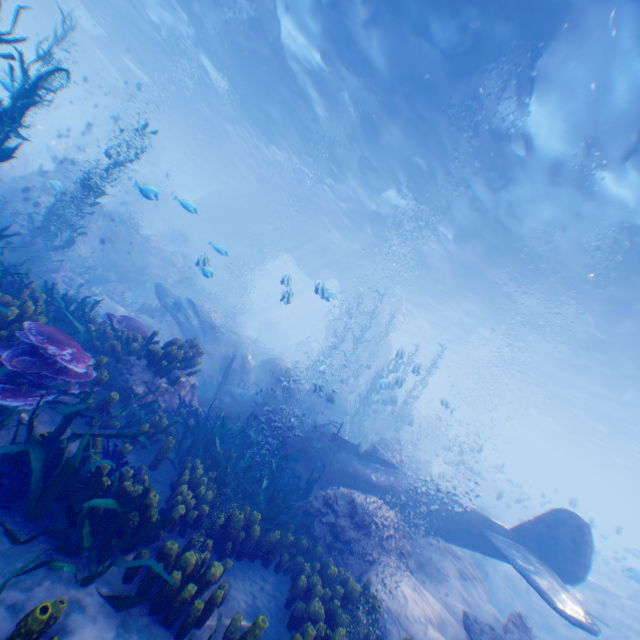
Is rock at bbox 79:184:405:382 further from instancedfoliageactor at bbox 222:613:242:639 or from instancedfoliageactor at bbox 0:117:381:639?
instancedfoliageactor at bbox 222:613:242:639

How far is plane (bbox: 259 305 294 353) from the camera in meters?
41.8

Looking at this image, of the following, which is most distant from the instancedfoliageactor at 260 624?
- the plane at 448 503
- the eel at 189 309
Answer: the eel at 189 309

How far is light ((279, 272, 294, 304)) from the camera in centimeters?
902cm

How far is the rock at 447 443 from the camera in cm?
1403

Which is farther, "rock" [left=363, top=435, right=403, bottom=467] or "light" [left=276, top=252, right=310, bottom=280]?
"light" [left=276, top=252, right=310, bottom=280]

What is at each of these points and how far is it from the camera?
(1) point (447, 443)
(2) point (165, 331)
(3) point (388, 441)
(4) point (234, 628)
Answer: (1) rock, 15.1m
(2) rock, 12.1m
(3) rock, 10.9m
(4) instancedfoliageactor, 3.6m

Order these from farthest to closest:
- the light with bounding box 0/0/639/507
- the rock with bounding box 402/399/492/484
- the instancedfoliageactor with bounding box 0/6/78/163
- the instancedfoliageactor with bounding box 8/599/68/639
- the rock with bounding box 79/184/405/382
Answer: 1. the rock with bounding box 79/184/405/382
2. the rock with bounding box 402/399/492/484
3. the light with bounding box 0/0/639/507
4. the instancedfoliageactor with bounding box 0/6/78/163
5. the instancedfoliageactor with bounding box 8/599/68/639
